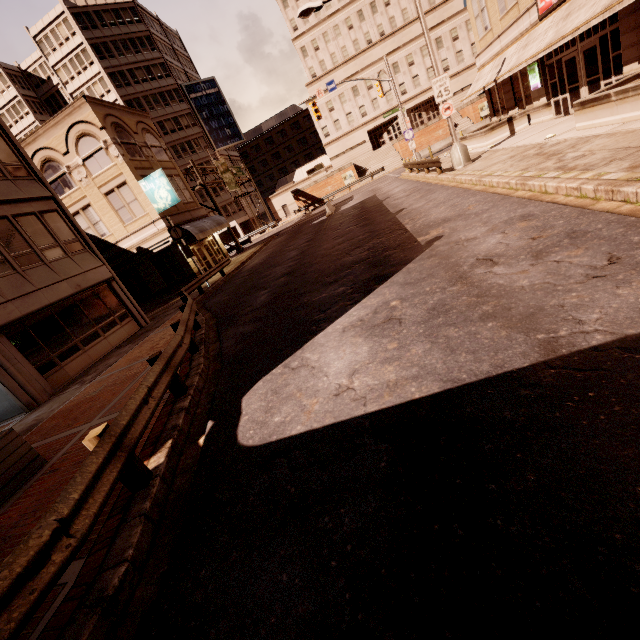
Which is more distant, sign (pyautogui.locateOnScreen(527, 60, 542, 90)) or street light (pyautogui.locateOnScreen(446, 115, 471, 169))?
sign (pyautogui.locateOnScreen(527, 60, 542, 90))

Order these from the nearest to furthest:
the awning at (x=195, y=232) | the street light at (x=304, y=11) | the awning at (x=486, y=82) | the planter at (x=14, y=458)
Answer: the planter at (x=14, y=458) < the awning at (x=486, y=82) < the street light at (x=304, y=11) < the awning at (x=195, y=232)

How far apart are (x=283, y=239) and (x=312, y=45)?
45.3m

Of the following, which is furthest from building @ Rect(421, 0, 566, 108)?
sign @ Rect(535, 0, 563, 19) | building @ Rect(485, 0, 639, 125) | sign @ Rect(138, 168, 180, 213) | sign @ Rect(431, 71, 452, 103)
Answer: sign @ Rect(431, 71, 452, 103)

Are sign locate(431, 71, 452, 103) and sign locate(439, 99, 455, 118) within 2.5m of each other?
yes

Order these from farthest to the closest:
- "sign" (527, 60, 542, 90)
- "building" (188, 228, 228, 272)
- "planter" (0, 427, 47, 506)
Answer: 1. "building" (188, 228, 228, 272)
2. "sign" (527, 60, 542, 90)
3. "planter" (0, 427, 47, 506)

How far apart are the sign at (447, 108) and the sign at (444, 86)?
0.1 meters

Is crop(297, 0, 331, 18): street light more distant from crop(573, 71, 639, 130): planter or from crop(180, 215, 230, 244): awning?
crop(180, 215, 230, 244): awning
